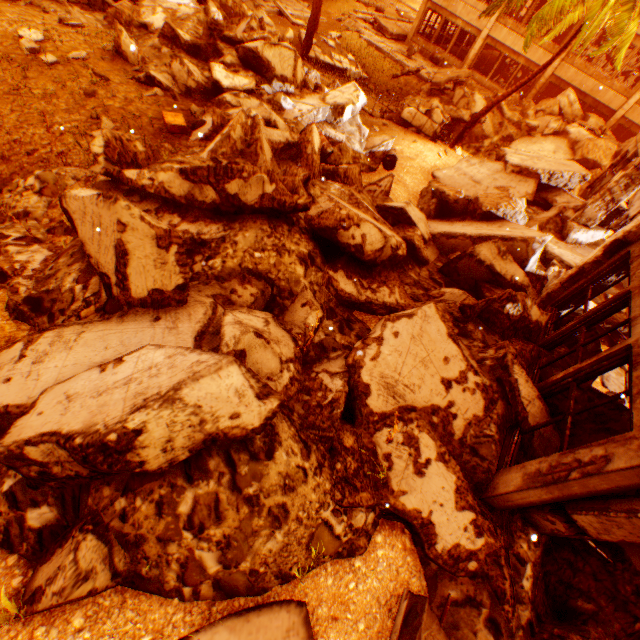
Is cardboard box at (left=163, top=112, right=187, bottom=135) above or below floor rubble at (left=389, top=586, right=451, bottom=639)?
below

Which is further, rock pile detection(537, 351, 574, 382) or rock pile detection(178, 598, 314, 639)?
rock pile detection(537, 351, 574, 382)

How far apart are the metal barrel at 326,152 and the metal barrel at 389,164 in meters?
2.9

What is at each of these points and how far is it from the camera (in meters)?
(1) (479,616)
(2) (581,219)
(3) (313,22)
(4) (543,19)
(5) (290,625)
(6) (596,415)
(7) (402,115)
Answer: (1) rock pile, 3.16
(2) pillar, 9.61
(3) rubble, 15.68
(4) rubble, 11.94
(5) rock pile, 2.86
(6) rock pile, 4.77
(7) floor rubble, 14.01

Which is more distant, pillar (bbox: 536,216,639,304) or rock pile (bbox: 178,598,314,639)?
pillar (bbox: 536,216,639,304)

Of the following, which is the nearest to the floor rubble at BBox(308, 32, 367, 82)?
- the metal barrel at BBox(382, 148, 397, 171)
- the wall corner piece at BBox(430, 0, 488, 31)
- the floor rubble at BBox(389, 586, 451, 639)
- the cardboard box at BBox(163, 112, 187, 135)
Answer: the metal barrel at BBox(382, 148, 397, 171)

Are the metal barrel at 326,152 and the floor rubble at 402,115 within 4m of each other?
no

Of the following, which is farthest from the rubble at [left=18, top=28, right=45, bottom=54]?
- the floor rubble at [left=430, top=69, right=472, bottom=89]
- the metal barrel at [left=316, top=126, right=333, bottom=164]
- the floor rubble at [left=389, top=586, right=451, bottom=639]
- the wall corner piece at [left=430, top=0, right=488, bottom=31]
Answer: the wall corner piece at [left=430, top=0, right=488, bottom=31]
